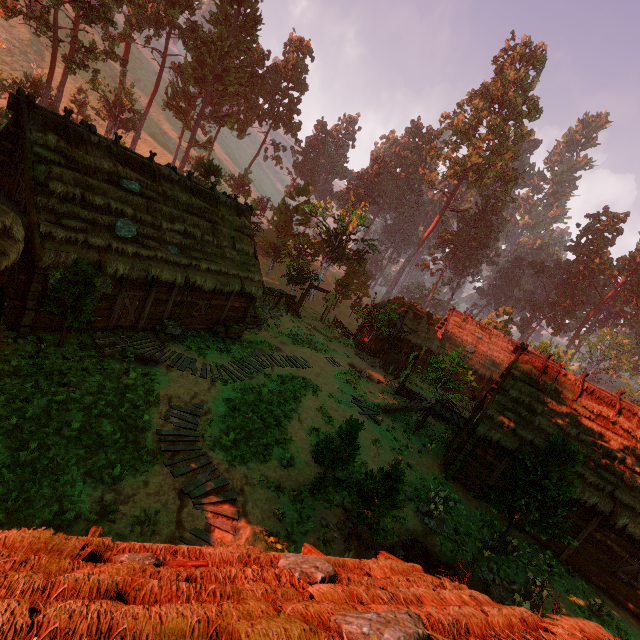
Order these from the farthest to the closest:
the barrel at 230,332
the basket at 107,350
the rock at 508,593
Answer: the barrel at 230,332, the basket at 107,350, the rock at 508,593

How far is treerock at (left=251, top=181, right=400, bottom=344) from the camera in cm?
3300

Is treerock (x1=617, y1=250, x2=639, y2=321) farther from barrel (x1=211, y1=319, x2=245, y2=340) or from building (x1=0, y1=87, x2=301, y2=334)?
barrel (x1=211, y1=319, x2=245, y2=340)

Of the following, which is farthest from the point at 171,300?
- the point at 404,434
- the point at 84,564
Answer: the point at 404,434

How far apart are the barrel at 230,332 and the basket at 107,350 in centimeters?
553cm

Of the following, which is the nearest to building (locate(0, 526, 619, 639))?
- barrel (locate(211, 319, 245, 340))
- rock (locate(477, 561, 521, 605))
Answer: barrel (locate(211, 319, 245, 340))

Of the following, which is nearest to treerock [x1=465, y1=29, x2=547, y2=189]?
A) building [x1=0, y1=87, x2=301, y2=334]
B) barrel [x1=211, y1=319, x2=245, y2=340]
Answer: building [x1=0, y1=87, x2=301, y2=334]
